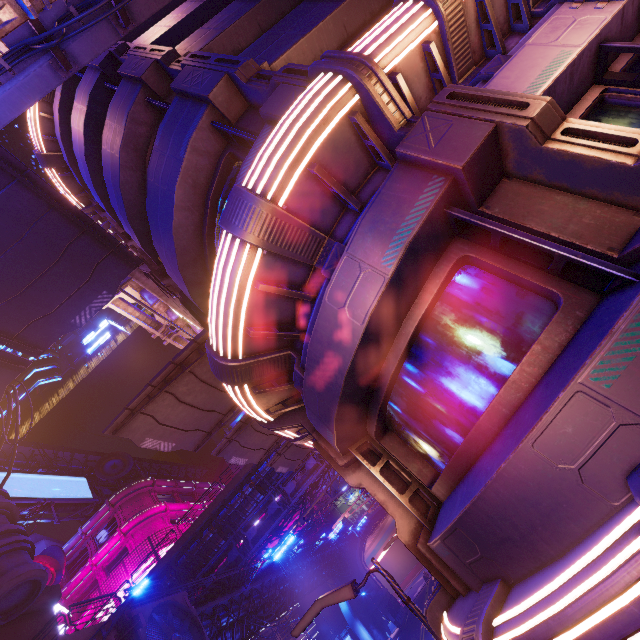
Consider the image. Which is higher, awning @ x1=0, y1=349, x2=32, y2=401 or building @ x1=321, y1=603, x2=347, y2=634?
awning @ x1=0, y1=349, x2=32, y2=401

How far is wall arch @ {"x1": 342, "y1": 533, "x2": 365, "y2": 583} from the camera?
53.1m

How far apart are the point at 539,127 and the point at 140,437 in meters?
11.3

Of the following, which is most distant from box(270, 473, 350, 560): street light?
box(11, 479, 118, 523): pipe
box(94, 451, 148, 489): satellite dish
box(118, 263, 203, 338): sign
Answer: box(94, 451, 148, 489): satellite dish

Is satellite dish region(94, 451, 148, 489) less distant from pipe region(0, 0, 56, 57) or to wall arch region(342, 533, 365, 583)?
wall arch region(342, 533, 365, 583)

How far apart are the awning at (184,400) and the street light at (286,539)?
4.5m

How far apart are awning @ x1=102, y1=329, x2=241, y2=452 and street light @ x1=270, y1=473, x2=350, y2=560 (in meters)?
4.50

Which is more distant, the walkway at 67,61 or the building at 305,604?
the building at 305,604
